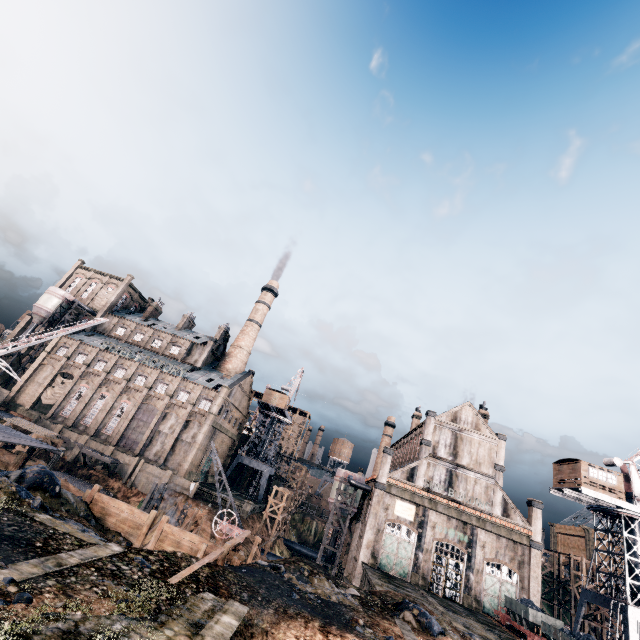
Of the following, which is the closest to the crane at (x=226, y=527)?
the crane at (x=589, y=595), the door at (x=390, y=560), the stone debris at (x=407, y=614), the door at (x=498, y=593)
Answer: the stone debris at (x=407, y=614)

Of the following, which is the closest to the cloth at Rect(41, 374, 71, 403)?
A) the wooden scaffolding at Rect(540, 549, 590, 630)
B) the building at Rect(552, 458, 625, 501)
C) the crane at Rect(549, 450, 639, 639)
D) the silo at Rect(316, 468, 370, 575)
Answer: the silo at Rect(316, 468, 370, 575)

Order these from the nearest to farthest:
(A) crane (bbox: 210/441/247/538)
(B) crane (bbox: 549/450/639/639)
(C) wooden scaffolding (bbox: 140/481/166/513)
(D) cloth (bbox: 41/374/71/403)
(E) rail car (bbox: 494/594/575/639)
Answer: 1. (E) rail car (bbox: 494/594/575/639)
2. (A) crane (bbox: 210/441/247/538)
3. (B) crane (bbox: 549/450/639/639)
4. (C) wooden scaffolding (bbox: 140/481/166/513)
5. (D) cloth (bbox: 41/374/71/403)

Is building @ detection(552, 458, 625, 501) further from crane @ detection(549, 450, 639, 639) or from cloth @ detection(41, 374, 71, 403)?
cloth @ detection(41, 374, 71, 403)

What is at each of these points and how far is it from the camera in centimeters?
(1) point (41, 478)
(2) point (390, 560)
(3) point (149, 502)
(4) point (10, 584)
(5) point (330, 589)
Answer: (1) stone debris, 1853cm
(2) door, 3834cm
(3) wooden scaffolding, 3897cm
(4) stone debris, 888cm
(5) stone debris, 2025cm

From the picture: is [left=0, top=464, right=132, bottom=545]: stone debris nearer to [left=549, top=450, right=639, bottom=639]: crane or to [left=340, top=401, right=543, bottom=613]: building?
[left=340, top=401, right=543, bottom=613]: building

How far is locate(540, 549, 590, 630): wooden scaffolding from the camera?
45.3m

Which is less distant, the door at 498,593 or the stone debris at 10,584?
the stone debris at 10,584
